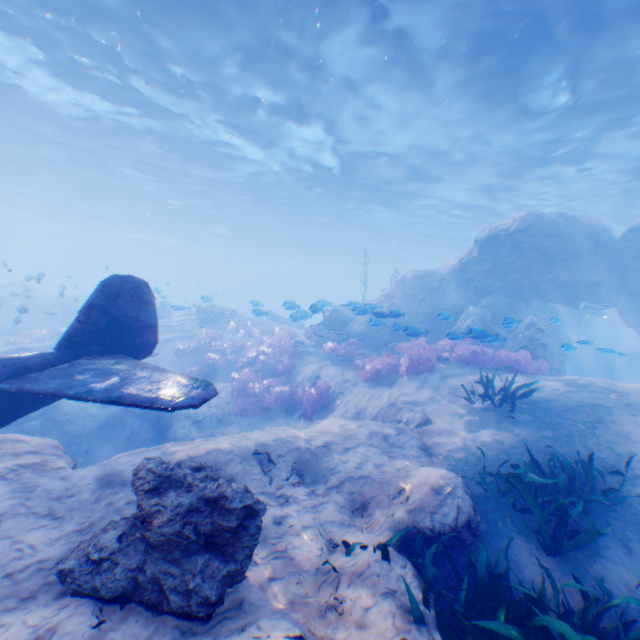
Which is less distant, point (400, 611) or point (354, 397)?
point (400, 611)

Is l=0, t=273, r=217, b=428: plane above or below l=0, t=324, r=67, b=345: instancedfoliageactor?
above

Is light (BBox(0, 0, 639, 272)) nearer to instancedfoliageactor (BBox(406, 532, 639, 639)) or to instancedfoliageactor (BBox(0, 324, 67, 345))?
instancedfoliageactor (BBox(0, 324, 67, 345))

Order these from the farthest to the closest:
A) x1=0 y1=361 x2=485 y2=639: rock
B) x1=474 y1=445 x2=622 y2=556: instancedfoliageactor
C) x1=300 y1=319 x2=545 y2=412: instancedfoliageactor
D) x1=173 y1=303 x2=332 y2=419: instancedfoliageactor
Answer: x1=173 y1=303 x2=332 y2=419: instancedfoliageactor
x1=300 y1=319 x2=545 y2=412: instancedfoliageactor
x1=474 y1=445 x2=622 y2=556: instancedfoliageactor
x1=0 y1=361 x2=485 y2=639: rock

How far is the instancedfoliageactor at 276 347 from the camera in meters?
11.7 m

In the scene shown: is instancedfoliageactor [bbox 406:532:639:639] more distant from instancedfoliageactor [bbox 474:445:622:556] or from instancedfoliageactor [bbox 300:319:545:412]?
instancedfoliageactor [bbox 300:319:545:412]

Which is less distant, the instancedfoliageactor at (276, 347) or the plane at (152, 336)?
the plane at (152, 336)

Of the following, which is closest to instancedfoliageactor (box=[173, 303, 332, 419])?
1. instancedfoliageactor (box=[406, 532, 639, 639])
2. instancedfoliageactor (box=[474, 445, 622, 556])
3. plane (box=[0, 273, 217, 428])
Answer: plane (box=[0, 273, 217, 428])
